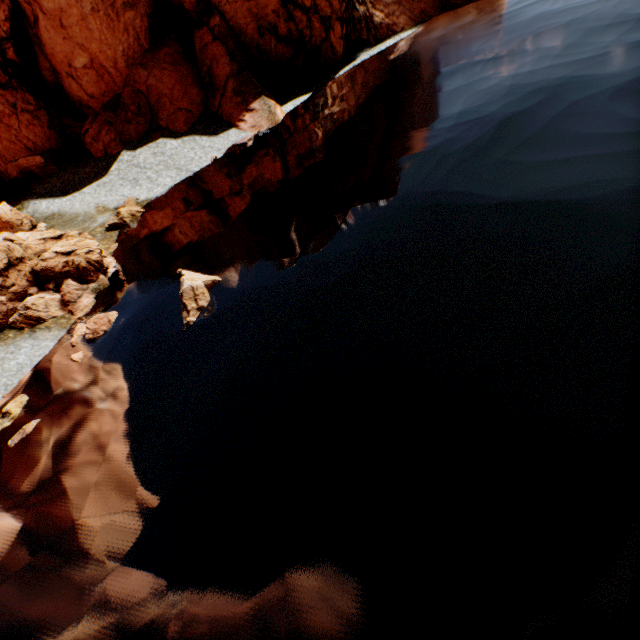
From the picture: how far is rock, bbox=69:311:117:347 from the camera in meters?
13.8

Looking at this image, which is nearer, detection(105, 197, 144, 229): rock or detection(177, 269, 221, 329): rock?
detection(177, 269, 221, 329): rock

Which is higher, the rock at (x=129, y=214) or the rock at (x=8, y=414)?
the rock at (x=129, y=214)

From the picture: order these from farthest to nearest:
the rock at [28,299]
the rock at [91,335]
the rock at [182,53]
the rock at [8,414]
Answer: the rock at [182,53] → the rock at [28,299] → the rock at [91,335] → the rock at [8,414]

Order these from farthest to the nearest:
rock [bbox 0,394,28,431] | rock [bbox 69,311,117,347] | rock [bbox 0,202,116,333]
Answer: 1. rock [bbox 0,202,116,333]
2. rock [bbox 69,311,117,347]
3. rock [bbox 0,394,28,431]

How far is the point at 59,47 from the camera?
27.86m

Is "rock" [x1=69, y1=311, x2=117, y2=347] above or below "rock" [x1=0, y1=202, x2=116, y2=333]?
below
